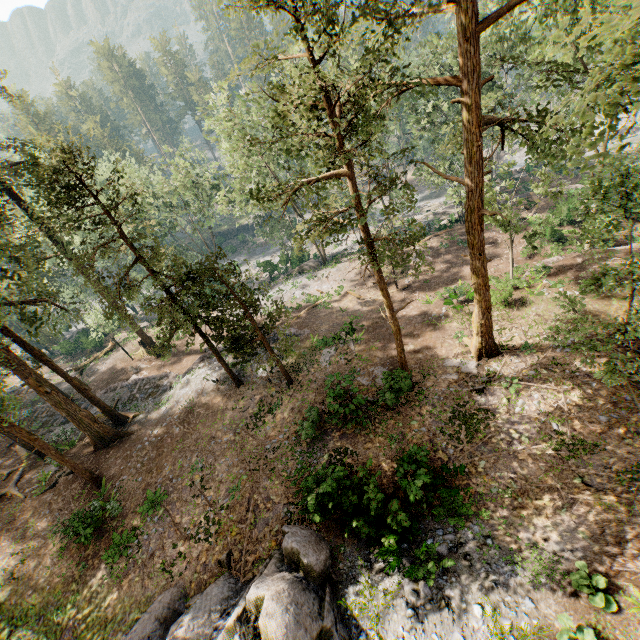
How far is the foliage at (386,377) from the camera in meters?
16.9 m

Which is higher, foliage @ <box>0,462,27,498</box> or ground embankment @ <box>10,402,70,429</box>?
foliage @ <box>0,462,27,498</box>

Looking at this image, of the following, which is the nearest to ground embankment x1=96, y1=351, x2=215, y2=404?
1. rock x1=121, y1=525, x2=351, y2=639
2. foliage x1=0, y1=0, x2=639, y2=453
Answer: foliage x1=0, y1=0, x2=639, y2=453

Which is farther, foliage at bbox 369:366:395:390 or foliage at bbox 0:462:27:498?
foliage at bbox 0:462:27:498

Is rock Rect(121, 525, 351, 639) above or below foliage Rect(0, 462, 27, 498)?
above

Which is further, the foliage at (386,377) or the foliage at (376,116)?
the foliage at (386,377)

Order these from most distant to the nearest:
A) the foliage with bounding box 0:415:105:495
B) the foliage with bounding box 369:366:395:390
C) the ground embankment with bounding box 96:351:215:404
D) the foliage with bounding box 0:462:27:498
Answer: the ground embankment with bounding box 96:351:215:404, the foliage with bounding box 0:462:27:498, the foliage with bounding box 369:366:395:390, the foliage with bounding box 0:415:105:495

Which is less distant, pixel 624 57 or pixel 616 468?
pixel 624 57
